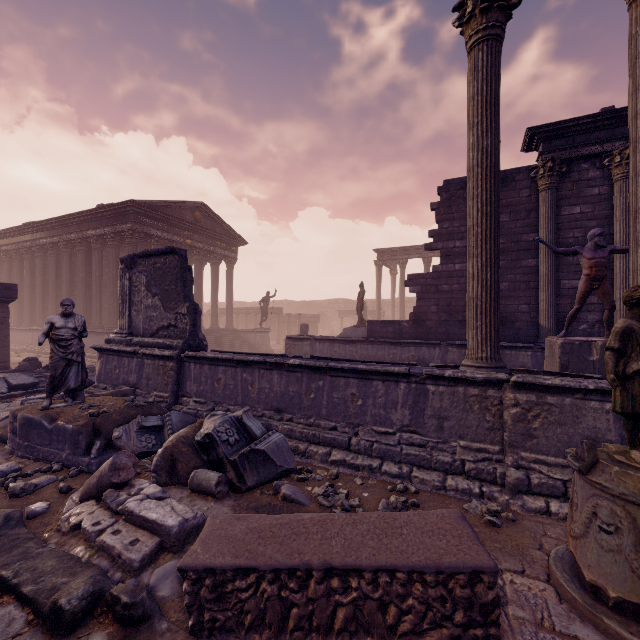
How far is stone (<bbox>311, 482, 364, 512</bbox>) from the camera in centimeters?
372cm

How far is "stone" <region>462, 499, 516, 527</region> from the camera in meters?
3.5 m

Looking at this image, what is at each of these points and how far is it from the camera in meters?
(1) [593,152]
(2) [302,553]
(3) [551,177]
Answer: (1) entablature, 9.1
(2) sarcophagus, 2.3
(3) column, 9.5

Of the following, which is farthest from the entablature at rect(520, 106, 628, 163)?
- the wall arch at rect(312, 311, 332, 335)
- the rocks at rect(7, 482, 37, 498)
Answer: the wall arch at rect(312, 311, 332, 335)

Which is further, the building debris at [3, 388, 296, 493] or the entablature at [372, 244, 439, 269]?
the entablature at [372, 244, 439, 269]

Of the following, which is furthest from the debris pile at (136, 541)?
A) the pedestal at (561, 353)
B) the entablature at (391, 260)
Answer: the entablature at (391, 260)

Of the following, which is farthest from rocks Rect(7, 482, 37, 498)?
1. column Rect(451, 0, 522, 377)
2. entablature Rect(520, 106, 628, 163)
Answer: entablature Rect(520, 106, 628, 163)

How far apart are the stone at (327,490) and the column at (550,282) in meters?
8.2 m
